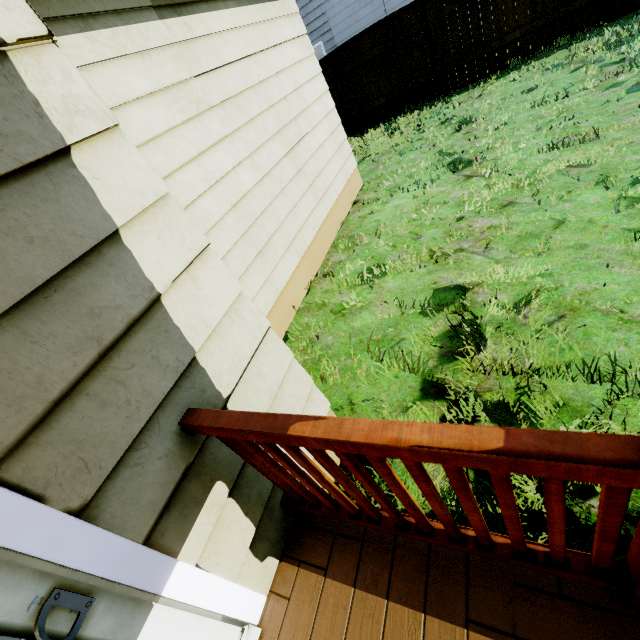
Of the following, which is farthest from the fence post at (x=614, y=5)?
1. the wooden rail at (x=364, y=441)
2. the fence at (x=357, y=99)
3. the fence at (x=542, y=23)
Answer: the wooden rail at (x=364, y=441)

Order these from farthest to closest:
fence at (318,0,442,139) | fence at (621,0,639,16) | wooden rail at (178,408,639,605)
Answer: fence at (318,0,442,139)
fence at (621,0,639,16)
wooden rail at (178,408,639,605)

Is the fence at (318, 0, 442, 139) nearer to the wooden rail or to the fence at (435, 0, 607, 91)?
the fence at (435, 0, 607, 91)

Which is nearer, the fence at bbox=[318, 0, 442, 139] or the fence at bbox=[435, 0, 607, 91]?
the fence at bbox=[435, 0, 607, 91]

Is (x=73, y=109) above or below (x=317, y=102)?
above

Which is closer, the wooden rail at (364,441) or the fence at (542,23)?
the wooden rail at (364,441)

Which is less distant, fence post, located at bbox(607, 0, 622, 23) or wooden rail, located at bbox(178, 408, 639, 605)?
wooden rail, located at bbox(178, 408, 639, 605)

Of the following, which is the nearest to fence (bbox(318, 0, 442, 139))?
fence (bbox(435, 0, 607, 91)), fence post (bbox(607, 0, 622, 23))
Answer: fence (bbox(435, 0, 607, 91))
